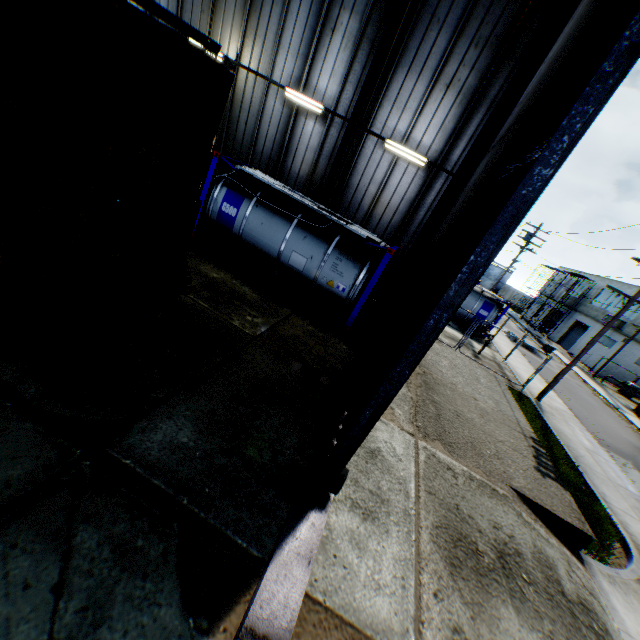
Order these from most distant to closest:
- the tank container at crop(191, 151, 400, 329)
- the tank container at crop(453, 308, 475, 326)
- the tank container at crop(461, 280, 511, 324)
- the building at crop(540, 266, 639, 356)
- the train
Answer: the building at crop(540, 266, 639, 356)
the tank container at crop(453, 308, 475, 326)
the tank container at crop(461, 280, 511, 324)
the tank container at crop(191, 151, 400, 329)
the train

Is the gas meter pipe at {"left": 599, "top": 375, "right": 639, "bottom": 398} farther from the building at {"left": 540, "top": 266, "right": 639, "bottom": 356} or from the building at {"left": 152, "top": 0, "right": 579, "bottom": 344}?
the building at {"left": 152, "top": 0, "right": 579, "bottom": 344}

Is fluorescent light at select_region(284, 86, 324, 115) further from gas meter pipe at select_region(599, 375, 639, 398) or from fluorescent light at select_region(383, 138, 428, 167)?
gas meter pipe at select_region(599, 375, 639, 398)

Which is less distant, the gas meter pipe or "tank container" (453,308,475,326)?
"tank container" (453,308,475,326)

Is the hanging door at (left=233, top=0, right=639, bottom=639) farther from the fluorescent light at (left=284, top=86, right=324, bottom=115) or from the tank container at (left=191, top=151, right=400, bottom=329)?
the fluorescent light at (left=284, top=86, right=324, bottom=115)

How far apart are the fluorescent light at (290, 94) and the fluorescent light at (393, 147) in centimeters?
257cm

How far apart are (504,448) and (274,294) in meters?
8.1 m

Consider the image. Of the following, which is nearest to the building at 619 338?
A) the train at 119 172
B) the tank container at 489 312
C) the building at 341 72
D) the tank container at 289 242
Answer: the tank container at 489 312
